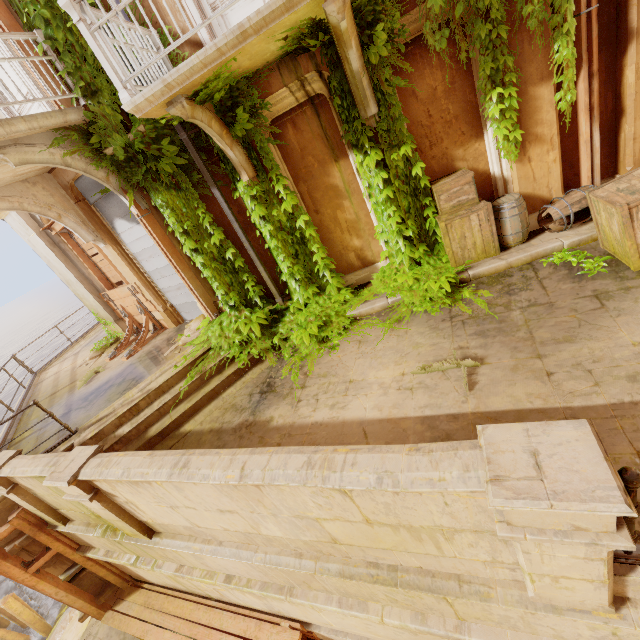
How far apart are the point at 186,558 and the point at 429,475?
4.4 meters

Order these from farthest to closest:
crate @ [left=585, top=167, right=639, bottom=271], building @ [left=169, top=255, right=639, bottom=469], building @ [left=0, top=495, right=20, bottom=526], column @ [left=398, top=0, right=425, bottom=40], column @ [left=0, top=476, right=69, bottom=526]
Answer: building @ [left=0, top=495, right=20, bottom=526] → column @ [left=0, top=476, right=69, bottom=526] → column @ [left=398, top=0, right=425, bottom=40] → crate @ [left=585, top=167, right=639, bottom=271] → building @ [left=169, top=255, right=639, bottom=469]

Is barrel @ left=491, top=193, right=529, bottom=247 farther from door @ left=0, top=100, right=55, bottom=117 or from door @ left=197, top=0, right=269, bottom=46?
door @ left=0, top=100, right=55, bottom=117

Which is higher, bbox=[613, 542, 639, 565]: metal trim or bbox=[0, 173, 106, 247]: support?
bbox=[0, 173, 106, 247]: support

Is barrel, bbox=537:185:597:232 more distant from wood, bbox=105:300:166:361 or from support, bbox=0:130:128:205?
wood, bbox=105:300:166:361

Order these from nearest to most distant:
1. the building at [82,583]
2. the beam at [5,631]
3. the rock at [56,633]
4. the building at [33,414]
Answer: the building at [82,583], the building at [33,414], the rock at [56,633], the beam at [5,631]

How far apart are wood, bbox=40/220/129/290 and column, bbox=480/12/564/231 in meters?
9.0 m

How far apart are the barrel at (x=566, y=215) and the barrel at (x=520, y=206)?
0.2 meters
